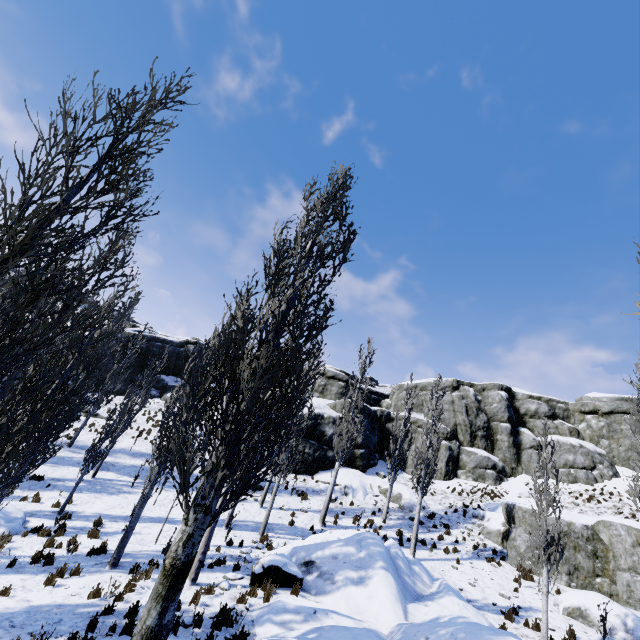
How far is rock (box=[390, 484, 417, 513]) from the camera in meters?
22.7

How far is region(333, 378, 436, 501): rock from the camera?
25.2 meters

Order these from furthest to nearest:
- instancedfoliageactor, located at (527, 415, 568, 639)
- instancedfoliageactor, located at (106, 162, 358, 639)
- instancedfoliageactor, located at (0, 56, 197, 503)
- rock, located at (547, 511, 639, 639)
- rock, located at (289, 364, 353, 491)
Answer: rock, located at (289, 364, 353, 491), rock, located at (547, 511, 639, 639), instancedfoliageactor, located at (527, 415, 568, 639), instancedfoliageactor, located at (106, 162, 358, 639), instancedfoliageactor, located at (0, 56, 197, 503)

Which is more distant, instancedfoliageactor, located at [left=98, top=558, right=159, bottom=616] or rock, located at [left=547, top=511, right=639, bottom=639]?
rock, located at [left=547, top=511, right=639, bottom=639]

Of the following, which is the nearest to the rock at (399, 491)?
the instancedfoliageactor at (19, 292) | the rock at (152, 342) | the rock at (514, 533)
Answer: the rock at (152, 342)

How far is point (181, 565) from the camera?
6.9 meters

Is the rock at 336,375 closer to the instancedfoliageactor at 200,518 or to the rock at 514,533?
the instancedfoliageactor at 200,518

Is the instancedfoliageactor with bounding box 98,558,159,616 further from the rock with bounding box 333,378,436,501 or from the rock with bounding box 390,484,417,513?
the rock with bounding box 390,484,417,513
